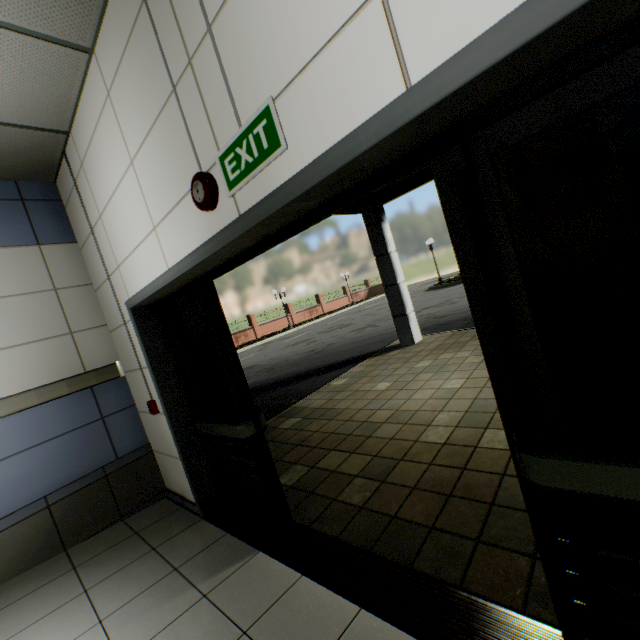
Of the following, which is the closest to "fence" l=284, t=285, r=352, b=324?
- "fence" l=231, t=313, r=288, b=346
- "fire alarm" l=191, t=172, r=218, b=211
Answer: "fence" l=231, t=313, r=288, b=346

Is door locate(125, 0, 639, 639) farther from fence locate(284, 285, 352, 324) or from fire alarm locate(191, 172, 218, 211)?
fence locate(284, 285, 352, 324)

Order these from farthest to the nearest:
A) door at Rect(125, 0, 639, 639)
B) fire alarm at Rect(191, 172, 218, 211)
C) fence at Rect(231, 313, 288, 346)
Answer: fence at Rect(231, 313, 288, 346)
fire alarm at Rect(191, 172, 218, 211)
door at Rect(125, 0, 639, 639)

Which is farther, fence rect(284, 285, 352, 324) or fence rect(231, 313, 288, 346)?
fence rect(284, 285, 352, 324)

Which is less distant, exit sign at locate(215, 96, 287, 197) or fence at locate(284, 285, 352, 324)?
exit sign at locate(215, 96, 287, 197)

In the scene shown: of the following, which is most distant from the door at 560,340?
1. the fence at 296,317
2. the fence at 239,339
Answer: the fence at 296,317

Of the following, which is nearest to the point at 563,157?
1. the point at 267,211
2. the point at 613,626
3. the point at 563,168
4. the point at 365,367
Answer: the point at 563,168

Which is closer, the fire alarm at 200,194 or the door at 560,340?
the door at 560,340
